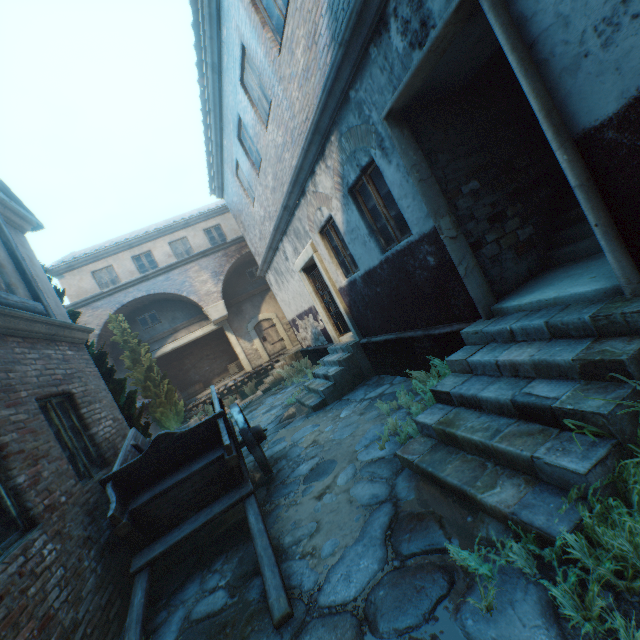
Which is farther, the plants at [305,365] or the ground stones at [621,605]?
the plants at [305,365]

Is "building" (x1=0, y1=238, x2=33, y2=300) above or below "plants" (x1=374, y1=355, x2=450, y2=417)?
above

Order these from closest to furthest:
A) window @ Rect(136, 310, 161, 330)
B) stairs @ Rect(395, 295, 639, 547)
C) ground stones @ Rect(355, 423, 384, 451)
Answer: stairs @ Rect(395, 295, 639, 547), ground stones @ Rect(355, 423, 384, 451), window @ Rect(136, 310, 161, 330)

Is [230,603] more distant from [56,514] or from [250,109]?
[250,109]

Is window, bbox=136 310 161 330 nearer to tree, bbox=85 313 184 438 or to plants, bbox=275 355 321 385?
tree, bbox=85 313 184 438

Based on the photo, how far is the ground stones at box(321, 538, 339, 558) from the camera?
3.1m

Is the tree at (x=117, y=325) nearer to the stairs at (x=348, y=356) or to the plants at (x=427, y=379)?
the stairs at (x=348, y=356)

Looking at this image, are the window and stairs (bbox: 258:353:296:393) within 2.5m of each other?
no
